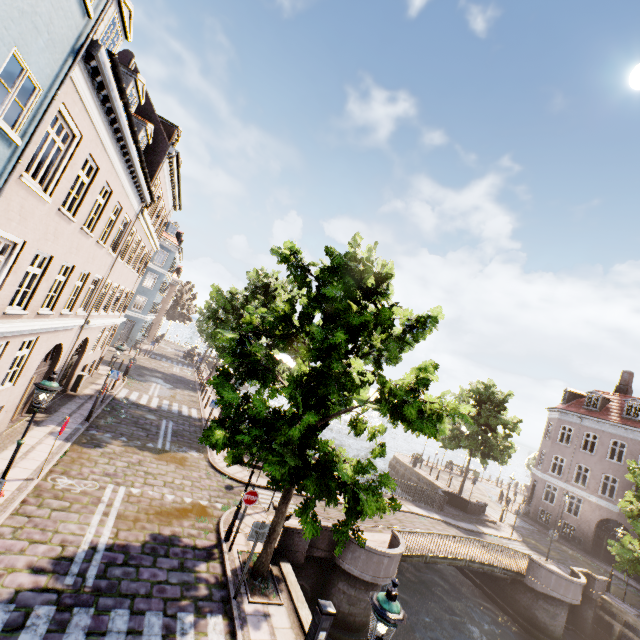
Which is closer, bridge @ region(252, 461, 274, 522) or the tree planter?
the tree planter

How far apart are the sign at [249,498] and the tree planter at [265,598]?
1.4m

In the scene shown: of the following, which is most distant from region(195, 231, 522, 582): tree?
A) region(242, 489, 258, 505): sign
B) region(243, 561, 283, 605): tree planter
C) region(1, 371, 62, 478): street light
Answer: region(1, 371, 62, 478): street light

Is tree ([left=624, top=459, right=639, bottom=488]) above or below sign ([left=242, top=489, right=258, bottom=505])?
above

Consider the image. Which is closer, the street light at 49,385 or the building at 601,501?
the street light at 49,385

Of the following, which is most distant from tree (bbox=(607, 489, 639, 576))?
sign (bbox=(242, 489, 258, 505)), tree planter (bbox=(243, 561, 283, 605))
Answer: sign (bbox=(242, 489, 258, 505))

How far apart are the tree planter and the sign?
1.4m

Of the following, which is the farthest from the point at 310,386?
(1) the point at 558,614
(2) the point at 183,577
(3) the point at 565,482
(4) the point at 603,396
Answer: (4) the point at 603,396
